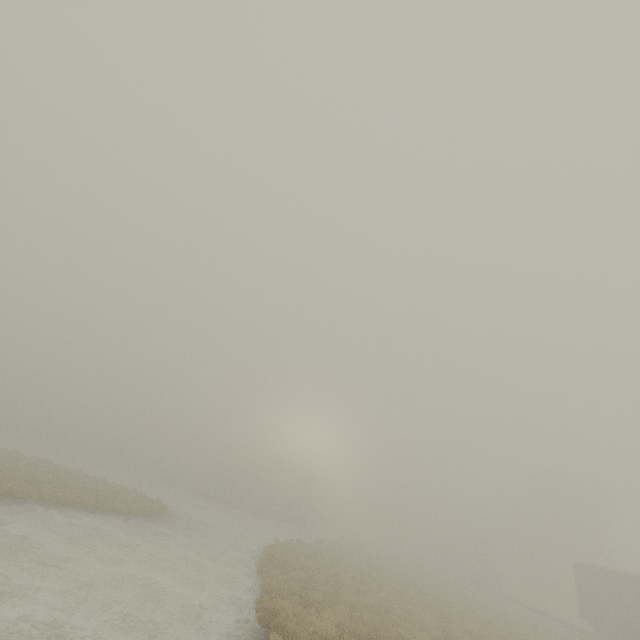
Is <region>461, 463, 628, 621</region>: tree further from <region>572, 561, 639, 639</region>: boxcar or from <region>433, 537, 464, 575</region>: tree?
<region>572, 561, 639, 639</region>: boxcar

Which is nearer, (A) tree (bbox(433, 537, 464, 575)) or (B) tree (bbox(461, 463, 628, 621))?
(B) tree (bbox(461, 463, 628, 621))

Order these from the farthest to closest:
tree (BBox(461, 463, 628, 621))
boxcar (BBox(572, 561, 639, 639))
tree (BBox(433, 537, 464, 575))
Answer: tree (BBox(433, 537, 464, 575)) → tree (BBox(461, 463, 628, 621)) → boxcar (BBox(572, 561, 639, 639))

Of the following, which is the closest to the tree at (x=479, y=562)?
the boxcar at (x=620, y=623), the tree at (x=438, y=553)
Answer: the tree at (x=438, y=553)

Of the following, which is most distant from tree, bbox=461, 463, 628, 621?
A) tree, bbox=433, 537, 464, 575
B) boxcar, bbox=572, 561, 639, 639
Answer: boxcar, bbox=572, 561, 639, 639

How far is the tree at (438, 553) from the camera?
54.12m

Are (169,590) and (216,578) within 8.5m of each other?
yes

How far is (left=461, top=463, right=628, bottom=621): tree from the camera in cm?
4288
